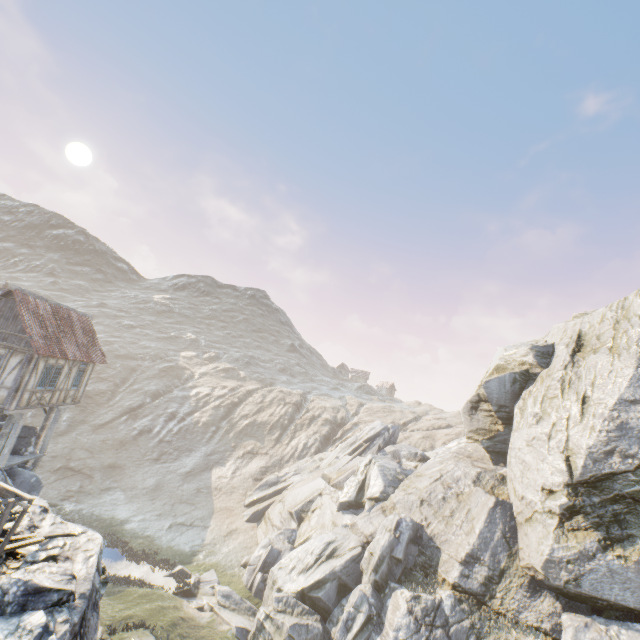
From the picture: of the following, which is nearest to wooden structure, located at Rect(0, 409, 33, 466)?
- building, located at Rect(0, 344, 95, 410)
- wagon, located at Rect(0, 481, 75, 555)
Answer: building, located at Rect(0, 344, 95, 410)

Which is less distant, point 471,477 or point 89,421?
point 471,477

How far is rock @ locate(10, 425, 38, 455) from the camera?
18.8m

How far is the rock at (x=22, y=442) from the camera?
18.84m

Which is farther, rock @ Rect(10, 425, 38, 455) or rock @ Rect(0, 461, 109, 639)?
rock @ Rect(10, 425, 38, 455)

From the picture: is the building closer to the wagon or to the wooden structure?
the wooden structure

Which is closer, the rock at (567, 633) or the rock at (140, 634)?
the rock at (567, 633)
